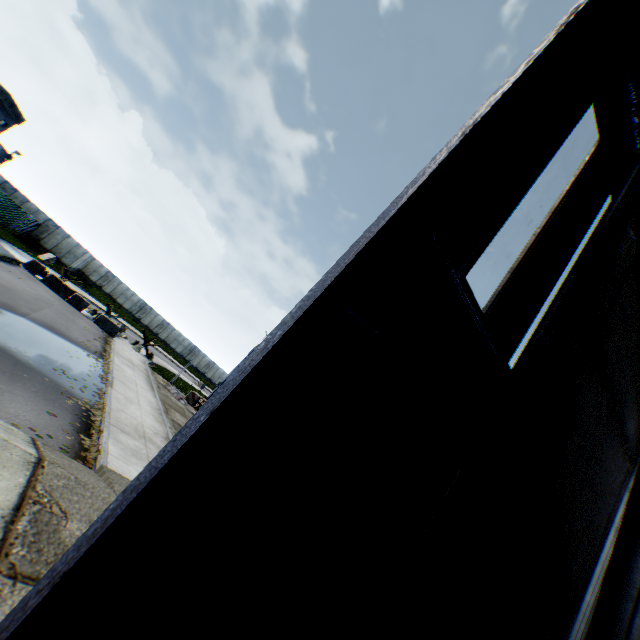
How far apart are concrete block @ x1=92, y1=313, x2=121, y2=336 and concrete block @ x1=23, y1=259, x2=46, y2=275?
4.36m

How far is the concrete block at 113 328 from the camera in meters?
23.9

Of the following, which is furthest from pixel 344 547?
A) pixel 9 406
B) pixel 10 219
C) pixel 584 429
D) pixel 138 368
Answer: pixel 10 219

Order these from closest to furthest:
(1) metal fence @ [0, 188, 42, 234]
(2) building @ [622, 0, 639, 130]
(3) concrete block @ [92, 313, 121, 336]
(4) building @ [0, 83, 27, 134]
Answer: (2) building @ [622, 0, 639, 130]
(4) building @ [0, 83, 27, 134]
(3) concrete block @ [92, 313, 121, 336]
(1) metal fence @ [0, 188, 42, 234]

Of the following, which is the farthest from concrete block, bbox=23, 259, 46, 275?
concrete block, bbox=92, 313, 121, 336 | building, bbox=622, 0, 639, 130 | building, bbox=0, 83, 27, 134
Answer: building, bbox=622, 0, 639, 130

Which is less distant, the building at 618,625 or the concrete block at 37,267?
the building at 618,625

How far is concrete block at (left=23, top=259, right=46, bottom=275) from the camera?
21.77m

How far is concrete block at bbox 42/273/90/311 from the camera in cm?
2234
